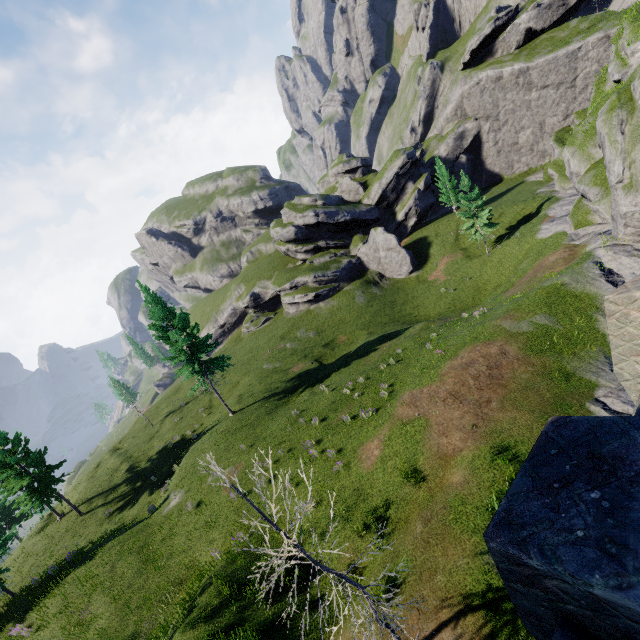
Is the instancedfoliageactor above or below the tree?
below

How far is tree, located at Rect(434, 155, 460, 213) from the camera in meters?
48.7 m

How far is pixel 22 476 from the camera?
28.1m

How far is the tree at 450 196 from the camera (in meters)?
48.66

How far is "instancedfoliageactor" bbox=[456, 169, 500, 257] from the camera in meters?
38.0 m

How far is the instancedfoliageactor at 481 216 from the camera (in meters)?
38.00

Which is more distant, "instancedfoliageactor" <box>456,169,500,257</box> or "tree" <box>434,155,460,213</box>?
"tree" <box>434,155,460,213</box>
